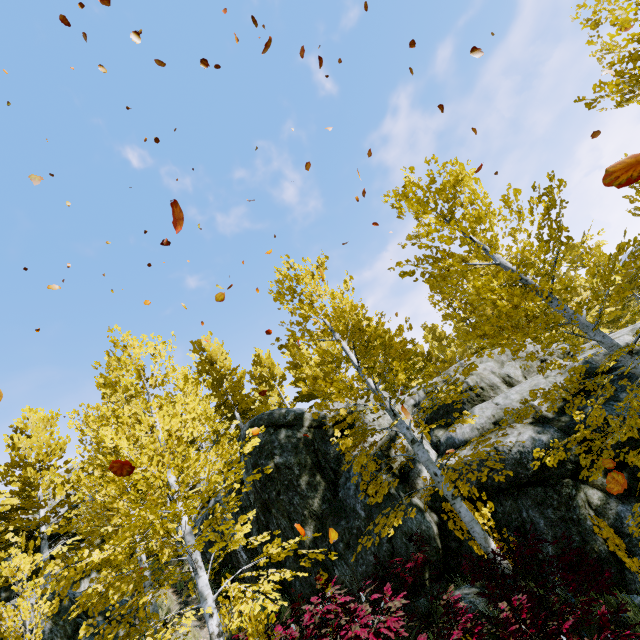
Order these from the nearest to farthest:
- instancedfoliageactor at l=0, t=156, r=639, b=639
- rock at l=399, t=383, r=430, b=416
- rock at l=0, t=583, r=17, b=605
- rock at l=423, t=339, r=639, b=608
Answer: instancedfoliageactor at l=0, t=156, r=639, b=639 < rock at l=423, t=339, r=639, b=608 < rock at l=0, t=583, r=17, b=605 < rock at l=399, t=383, r=430, b=416

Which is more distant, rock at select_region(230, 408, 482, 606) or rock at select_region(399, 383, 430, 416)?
rock at select_region(399, 383, 430, 416)

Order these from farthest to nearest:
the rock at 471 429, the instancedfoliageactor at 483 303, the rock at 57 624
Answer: the rock at 57 624
the rock at 471 429
the instancedfoliageactor at 483 303

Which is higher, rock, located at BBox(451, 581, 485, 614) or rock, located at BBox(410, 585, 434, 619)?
rock, located at BBox(410, 585, 434, 619)

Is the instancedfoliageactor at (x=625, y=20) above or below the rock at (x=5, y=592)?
below

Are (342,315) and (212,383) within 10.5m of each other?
no

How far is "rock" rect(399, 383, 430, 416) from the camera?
12.1m
